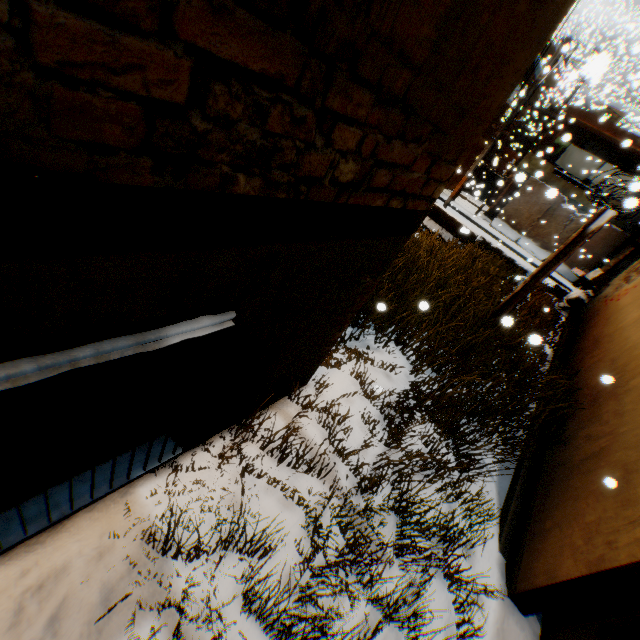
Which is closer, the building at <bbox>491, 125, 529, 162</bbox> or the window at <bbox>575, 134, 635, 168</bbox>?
the window at <bbox>575, 134, 635, 168</bbox>

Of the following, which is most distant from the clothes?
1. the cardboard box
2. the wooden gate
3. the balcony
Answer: the wooden gate

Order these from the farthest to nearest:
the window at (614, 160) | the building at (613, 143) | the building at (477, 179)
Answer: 1. the window at (614, 160)
2. the building at (613, 143)
3. the building at (477, 179)

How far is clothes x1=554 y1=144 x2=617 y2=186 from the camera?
18.20m

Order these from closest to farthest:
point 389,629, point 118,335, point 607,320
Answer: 1. point 118,335
2. point 389,629
3. point 607,320

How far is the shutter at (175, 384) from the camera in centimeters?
188cm

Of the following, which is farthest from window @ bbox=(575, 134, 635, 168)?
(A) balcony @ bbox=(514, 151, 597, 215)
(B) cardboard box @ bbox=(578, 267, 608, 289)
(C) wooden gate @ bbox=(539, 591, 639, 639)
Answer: (C) wooden gate @ bbox=(539, 591, 639, 639)

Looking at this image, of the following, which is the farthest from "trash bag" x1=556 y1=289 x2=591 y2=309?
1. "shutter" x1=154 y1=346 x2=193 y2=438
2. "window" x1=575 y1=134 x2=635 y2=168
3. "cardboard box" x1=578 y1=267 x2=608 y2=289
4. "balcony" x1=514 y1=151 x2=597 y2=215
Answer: "shutter" x1=154 y1=346 x2=193 y2=438
